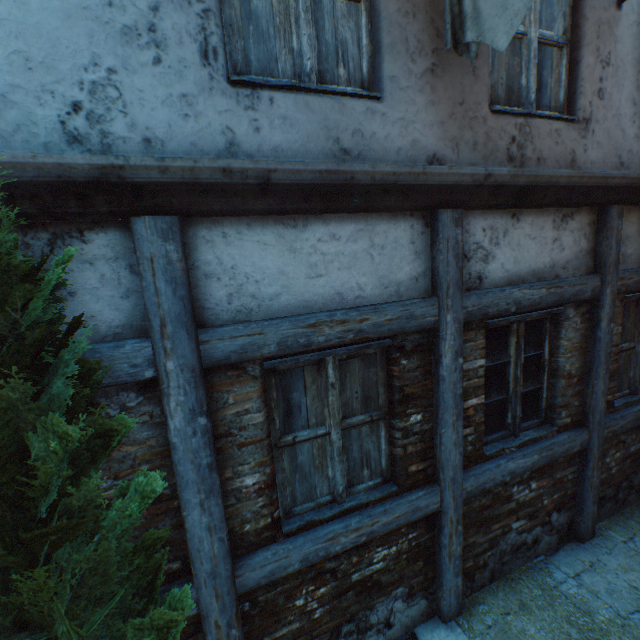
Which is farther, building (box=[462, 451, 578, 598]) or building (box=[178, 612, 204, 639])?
building (box=[462, 451, 578, 598])

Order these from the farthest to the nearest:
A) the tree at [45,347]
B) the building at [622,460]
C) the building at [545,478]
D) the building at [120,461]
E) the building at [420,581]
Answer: the building at [622,460] < the building at [545,478] < the building at [420,581] < the building at [120,461] < the tree at [45,347]

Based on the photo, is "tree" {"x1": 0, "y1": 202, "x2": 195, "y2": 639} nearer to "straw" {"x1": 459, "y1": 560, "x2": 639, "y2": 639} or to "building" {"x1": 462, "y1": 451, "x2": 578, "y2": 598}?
"straw" {"x1": 459, "y1": 560, "x2": 639, "y2": 639}

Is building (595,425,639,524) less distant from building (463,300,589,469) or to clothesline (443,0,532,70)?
building (463,300,589,469)

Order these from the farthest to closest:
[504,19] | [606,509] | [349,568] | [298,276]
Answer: [606,509], [349,568], [298,276], [504,19]

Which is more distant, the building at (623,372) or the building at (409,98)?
the building at (623,372)

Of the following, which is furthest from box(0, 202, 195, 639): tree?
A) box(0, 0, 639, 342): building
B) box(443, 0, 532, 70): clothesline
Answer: box(443, 0, 532, 70): clothesline

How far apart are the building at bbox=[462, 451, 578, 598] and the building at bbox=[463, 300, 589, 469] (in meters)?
0.24
